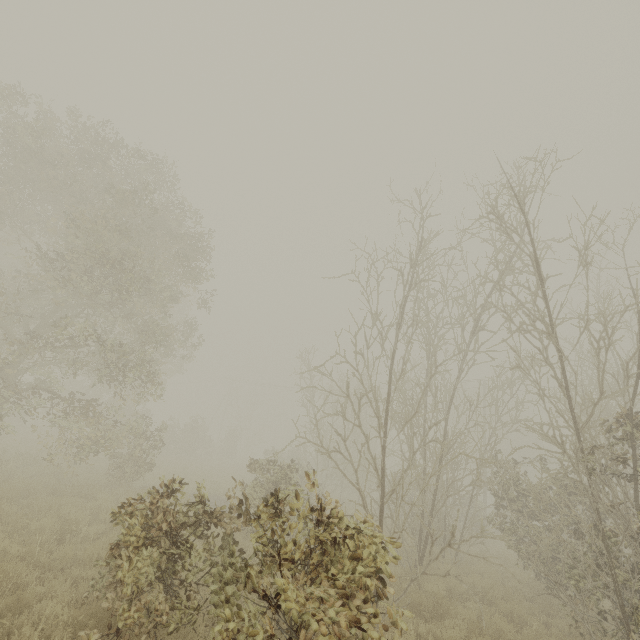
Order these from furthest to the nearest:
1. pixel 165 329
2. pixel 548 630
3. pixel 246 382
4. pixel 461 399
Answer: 1. pixel 246 382
2. pixel 461 399
3. pixel 165 329
4. pixel 548 630
